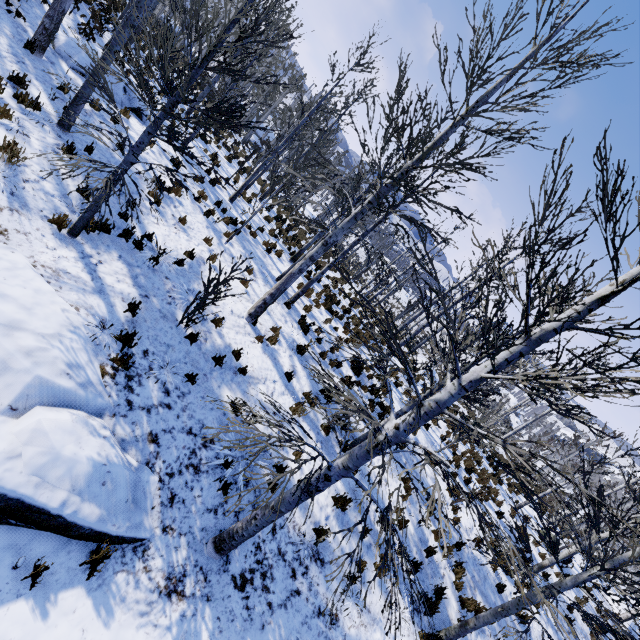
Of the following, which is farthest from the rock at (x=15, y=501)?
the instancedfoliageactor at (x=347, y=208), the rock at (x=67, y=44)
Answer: the rock at (x=67, y=44)

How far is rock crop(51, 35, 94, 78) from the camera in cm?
1019

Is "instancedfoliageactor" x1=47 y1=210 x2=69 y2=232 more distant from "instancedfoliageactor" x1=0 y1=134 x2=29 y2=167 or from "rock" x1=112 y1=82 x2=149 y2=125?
"rock" x1=112 y1=82 x2=149 y2=125

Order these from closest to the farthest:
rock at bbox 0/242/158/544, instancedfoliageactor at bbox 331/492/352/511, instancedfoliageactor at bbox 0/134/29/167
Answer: rock at bbox 0/242/158/544 < instancedfoliageactor at bbox 0/134/29/167 < instancedfoliageactor at bbox 331/492/352/511

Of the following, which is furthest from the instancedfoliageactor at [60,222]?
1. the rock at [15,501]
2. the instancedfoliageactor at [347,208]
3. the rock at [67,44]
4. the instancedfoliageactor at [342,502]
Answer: the instancedfoliageactor at [342,502]

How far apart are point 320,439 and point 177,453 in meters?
4.0

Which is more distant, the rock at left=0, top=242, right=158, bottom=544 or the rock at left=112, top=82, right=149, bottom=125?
the rock at left=112, top=82, right=149, bottom=125

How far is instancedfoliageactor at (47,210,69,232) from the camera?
6.1 meters
